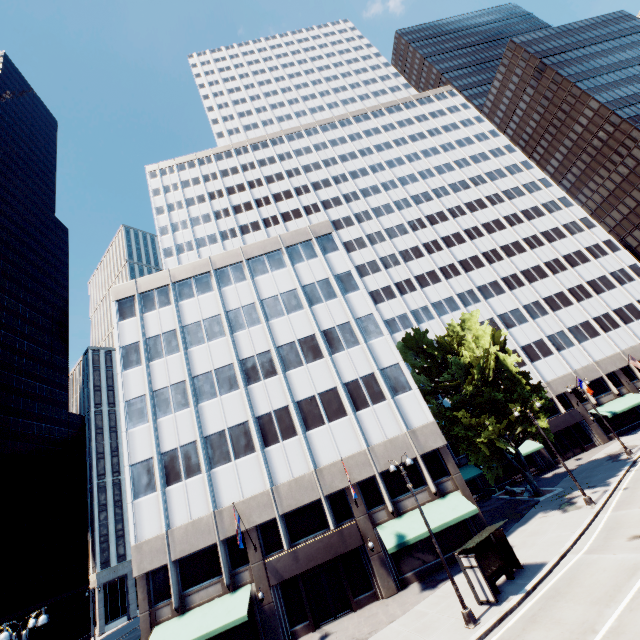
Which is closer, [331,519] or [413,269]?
[331,519]

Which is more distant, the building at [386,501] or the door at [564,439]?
the door at [564,439]

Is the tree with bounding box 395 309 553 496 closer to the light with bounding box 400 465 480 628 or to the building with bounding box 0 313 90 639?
the light with bounding box 400 465 480 628

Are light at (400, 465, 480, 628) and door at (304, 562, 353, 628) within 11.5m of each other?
yes

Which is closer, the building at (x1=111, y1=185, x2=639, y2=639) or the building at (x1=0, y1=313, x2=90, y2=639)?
the building at (x1=111, y1=185, x2=639, y2=639)

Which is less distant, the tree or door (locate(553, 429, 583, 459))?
the tree

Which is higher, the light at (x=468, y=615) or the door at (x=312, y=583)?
the door at (x=312, y=583)

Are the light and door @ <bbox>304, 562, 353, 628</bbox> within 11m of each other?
yes
